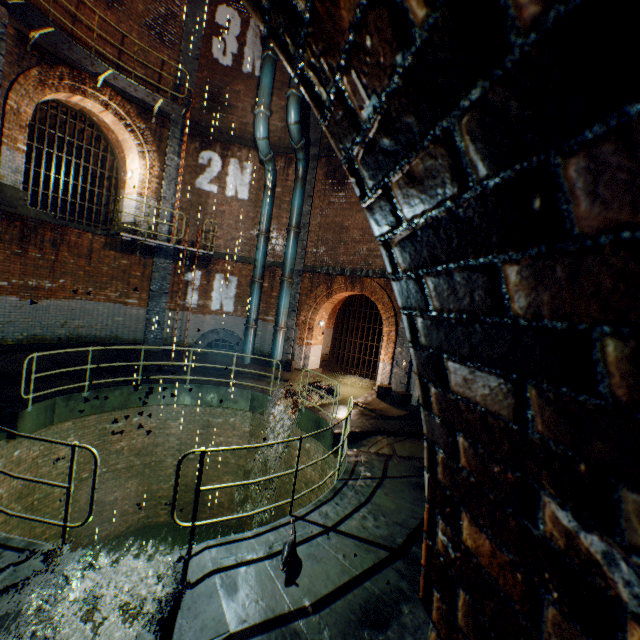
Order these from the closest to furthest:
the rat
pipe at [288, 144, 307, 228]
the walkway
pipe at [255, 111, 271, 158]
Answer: the rat, the walkway, pipe at [255, 111, 271, 158], pipe at [288, 144, 307, 228]

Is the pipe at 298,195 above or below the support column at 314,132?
below

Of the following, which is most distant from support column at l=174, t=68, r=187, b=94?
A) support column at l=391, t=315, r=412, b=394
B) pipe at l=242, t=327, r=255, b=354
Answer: pipe at l=242, t=327, r=255, b=354

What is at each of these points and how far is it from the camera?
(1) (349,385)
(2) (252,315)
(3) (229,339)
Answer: (1) building tunnel, 14.8 meters
(2) pipe, 13.9 meters
(3) sewerage pipe, 14.2 meters

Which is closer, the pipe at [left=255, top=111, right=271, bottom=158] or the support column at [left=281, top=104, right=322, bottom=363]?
the pipe at [left=255, top=111, right=271, bottom=158]

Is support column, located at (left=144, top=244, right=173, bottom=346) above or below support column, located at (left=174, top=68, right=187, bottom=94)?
below

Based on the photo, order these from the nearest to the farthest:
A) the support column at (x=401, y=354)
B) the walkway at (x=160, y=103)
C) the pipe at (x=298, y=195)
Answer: the walkway at (x=160, y=103), the support column at (x=401, y=354), the pipe at (x=298, y=195)

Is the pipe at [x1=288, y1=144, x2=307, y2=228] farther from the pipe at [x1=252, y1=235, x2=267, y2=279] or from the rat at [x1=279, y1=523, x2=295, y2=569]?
the rat at [x1=279, y1=523, x2=295, y2=569]
